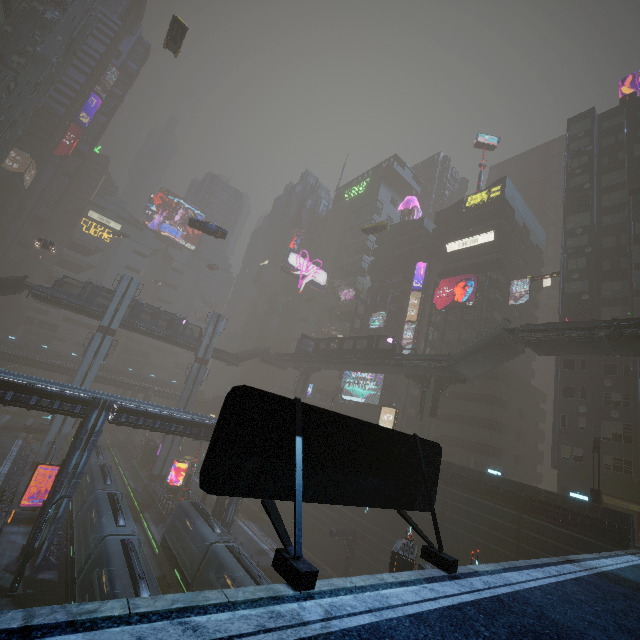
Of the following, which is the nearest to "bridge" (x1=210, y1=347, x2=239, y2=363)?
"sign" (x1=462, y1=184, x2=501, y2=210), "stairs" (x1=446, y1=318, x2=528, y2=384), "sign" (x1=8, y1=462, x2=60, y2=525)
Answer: "sign" (x1=8, y1=462, x2=60, y2=525)

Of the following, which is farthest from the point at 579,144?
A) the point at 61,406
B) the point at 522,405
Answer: the point at 61,406

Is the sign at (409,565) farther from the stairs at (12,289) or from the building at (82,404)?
the stairs at (12,289)

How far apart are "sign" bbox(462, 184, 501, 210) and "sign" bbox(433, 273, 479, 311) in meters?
13.5 m

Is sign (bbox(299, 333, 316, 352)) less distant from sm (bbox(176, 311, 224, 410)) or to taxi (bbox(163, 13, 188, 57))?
sm (bbox(176, 311, 224, 410))

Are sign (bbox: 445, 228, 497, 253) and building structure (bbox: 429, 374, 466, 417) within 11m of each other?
no

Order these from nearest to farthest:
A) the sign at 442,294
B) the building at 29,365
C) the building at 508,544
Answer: the building at 508,544 < the sign at 442,294 < the building at 29,365

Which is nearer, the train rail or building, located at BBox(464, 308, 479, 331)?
the train rail
